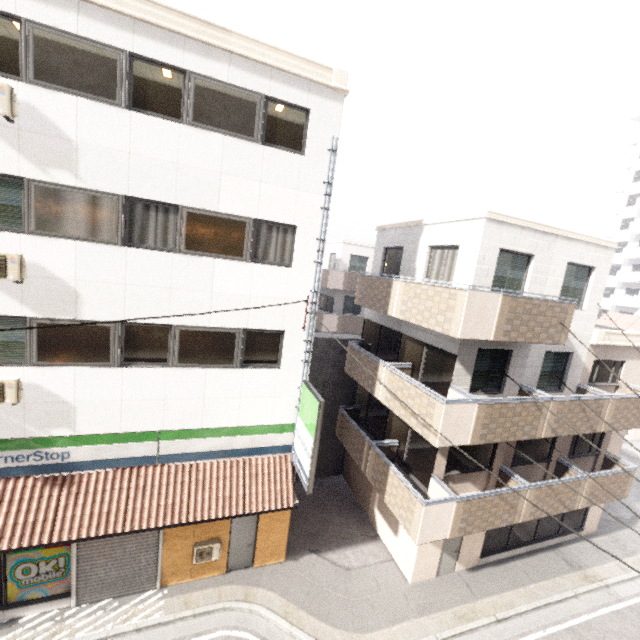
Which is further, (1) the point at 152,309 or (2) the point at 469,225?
(2) the point at 469,225

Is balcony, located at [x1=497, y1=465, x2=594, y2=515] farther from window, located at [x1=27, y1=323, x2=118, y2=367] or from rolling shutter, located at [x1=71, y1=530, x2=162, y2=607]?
window, located at [x1=27, y1=323, x2=118, y2=367]

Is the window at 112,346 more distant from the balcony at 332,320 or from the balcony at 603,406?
the balcony at 332,320

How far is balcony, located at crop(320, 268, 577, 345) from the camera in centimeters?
812cm

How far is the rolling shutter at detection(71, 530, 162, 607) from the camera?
8.69m

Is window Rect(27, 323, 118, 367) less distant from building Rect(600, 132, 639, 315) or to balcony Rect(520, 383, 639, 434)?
balcony Rect(520, 383, 639, 434)

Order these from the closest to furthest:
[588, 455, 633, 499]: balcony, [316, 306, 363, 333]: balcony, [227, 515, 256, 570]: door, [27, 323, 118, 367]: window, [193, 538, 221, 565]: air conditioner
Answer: [27, 323, 118, 367]: window < [193, 538, 221, 565]: air conditioner < [227, 515, 256, 570]: door < [588, 455, 633, 499]: balcony < [316, 306, 363, 333]: balcony

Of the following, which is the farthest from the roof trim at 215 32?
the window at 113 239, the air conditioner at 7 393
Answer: the air conditioner at 7 393
